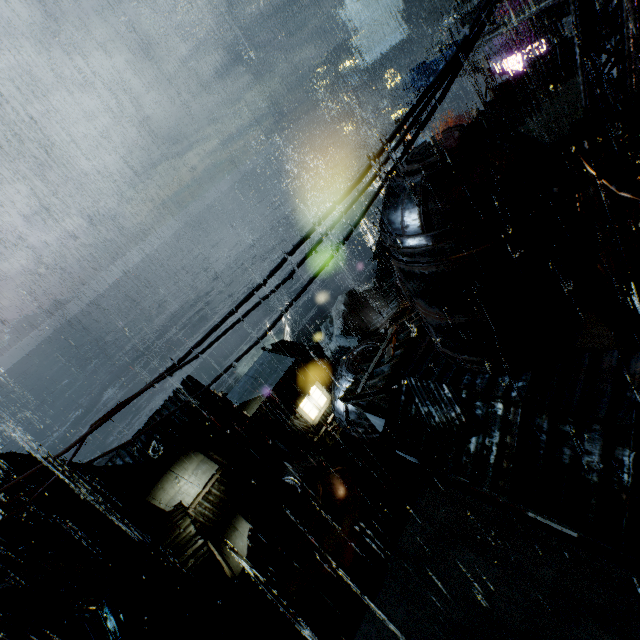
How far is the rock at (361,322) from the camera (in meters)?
53.09

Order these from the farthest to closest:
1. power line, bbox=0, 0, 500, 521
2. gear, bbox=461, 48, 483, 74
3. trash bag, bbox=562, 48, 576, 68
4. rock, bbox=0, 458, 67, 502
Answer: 1. rock, bbox=0, 458, 67, 502
2. gear, bbox=461, 48, 483, 74
3. trash bag, bbox=562, 48, 576, 68
4. power line, bbox=0, 0, 500, 521

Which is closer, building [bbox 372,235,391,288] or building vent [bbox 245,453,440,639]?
building vent [bbox 245,453,440,639]

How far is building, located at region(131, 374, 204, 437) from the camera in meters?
23.8

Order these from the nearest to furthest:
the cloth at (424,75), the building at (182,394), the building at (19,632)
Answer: the building at (19,632) → the building at (182,394) → the cloth at (424,75)

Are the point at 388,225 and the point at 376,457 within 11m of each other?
no

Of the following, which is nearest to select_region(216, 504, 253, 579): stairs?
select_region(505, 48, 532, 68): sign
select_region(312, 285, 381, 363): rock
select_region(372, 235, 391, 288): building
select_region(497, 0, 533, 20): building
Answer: select_region(497, 0, 533, 20): building

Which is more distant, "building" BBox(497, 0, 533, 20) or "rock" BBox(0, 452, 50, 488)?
"rock" BBox(0, 452, 50, 488)
